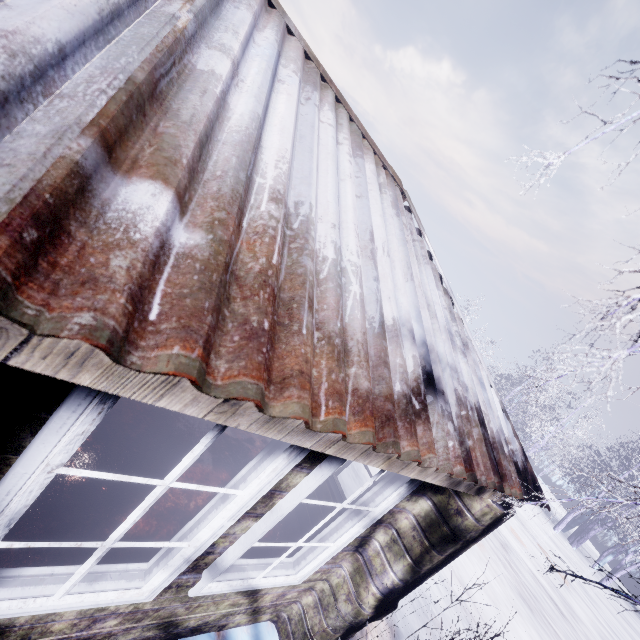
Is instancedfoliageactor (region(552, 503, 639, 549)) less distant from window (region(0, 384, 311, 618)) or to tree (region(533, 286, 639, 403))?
tree (region(533, 286, 639, 403))

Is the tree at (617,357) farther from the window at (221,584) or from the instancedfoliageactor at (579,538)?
the instancedfoliageactor at (579,538)

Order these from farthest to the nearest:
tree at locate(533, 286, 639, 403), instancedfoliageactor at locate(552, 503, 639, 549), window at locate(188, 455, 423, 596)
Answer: A: instancedfoliageactor at locate(552, 503, 639, 549), window at locate(188, 455, 423, 596), tree at locate(533, 286, 639, 403)

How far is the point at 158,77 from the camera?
0.8m

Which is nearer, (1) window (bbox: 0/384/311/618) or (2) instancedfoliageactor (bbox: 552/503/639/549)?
(1) window (bbox: 0/384/311/618)

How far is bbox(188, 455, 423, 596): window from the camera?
1.63m

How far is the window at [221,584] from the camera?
1.63m
